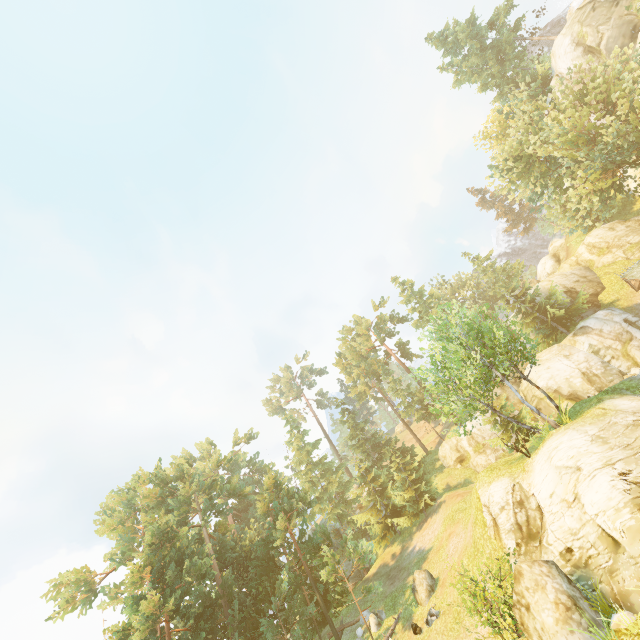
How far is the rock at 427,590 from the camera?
20.94m

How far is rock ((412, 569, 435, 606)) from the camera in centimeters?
2094cm

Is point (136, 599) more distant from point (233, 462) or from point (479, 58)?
point (479, 58)

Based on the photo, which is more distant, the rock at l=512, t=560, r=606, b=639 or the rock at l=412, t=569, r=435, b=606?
the rock at l=412, t=569, r=435, b=606

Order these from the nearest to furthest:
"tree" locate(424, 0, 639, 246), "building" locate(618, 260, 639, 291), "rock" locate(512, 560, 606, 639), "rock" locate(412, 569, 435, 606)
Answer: "rock" locate(512, 560, 606, 639) < "rock" locate(412, 569, 435, 606) < "tree" locate(424, 0, 639, 246) < "building" locate(618, 260, 639, 291)

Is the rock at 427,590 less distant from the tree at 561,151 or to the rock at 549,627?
the tree at 561,151

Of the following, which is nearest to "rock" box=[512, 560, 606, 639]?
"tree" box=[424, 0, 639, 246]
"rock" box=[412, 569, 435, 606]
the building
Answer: "tree" box=[424, 0, 639, 246]

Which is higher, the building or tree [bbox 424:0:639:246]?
tree [bbox 424:0:639:246]
